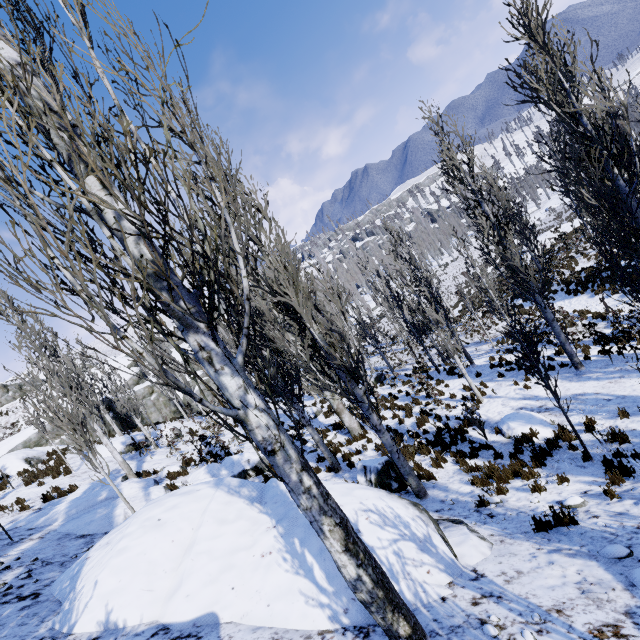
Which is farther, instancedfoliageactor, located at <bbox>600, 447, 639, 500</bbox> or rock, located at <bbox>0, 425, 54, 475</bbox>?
rock, located at <bbox>0, 425, 54, 475</bbox>

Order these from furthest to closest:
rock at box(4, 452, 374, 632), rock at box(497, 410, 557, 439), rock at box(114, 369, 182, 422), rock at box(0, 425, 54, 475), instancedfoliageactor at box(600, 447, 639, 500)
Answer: rock at box(114, 369, 182, 422) → rock at box(0, 425, 54, 475) → rock at box(497, 410, 557, 439) → instancedfoliageactor at box(600, 447, 639, 500) → rock at box(4, 452, 374, 632)

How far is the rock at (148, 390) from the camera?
33.8 meters

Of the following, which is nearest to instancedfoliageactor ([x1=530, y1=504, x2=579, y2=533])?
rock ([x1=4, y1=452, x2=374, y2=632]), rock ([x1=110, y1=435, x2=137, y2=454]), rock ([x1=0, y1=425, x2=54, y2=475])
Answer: rock ([x1=4, y1=452, x2=374, y2=632])

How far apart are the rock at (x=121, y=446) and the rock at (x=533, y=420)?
19.01m

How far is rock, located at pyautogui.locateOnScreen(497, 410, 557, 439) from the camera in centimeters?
944cm

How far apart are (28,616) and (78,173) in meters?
6.1 m

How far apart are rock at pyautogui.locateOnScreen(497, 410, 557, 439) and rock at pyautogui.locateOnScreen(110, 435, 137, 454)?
19.0m
